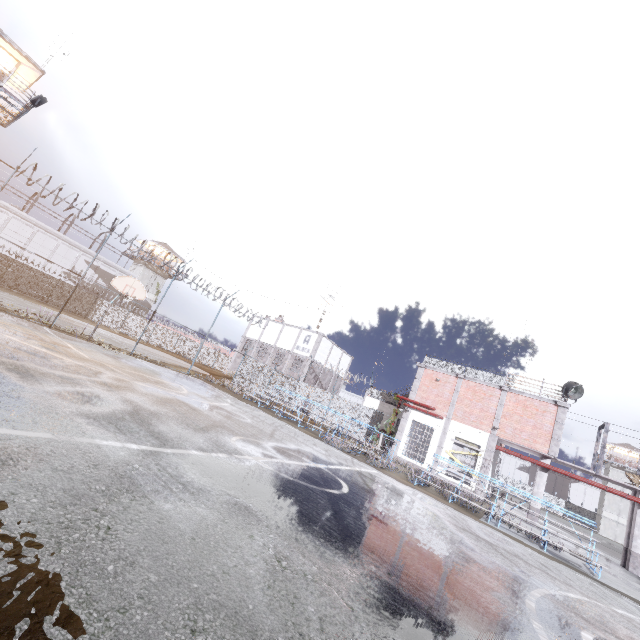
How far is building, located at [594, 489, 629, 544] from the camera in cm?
5212

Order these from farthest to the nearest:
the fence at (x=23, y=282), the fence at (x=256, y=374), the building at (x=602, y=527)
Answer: the building at (x=602, y=527) → the fence at (x=256, y=374) → the fence at (x=23, y=282)

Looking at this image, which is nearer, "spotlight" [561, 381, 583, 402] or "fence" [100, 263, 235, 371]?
"spotlight" [561, 381, 583, 402]

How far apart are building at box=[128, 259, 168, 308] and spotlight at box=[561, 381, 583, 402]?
51.7m

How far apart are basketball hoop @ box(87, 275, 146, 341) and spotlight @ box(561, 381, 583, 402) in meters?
24.6 m

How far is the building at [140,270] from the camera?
48.5 meters

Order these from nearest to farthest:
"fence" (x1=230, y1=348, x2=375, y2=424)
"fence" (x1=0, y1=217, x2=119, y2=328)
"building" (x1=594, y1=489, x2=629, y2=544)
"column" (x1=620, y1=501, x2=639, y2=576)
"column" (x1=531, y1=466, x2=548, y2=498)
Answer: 1. "fence" (x1=0, y1=217, x2=119, y2=328)
2. "column" (x1=620, y1=501, x2=639, y2=576)
3. "column" (x1=531, y1=466, x2=548, y2=498)
4. "fence" (x1=230, y1=348, x2=375, y2=424)
5. "building" (x1=594, y1=489, x2=629, y2=544)

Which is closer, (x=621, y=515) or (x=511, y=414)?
(x=511, y=414)
